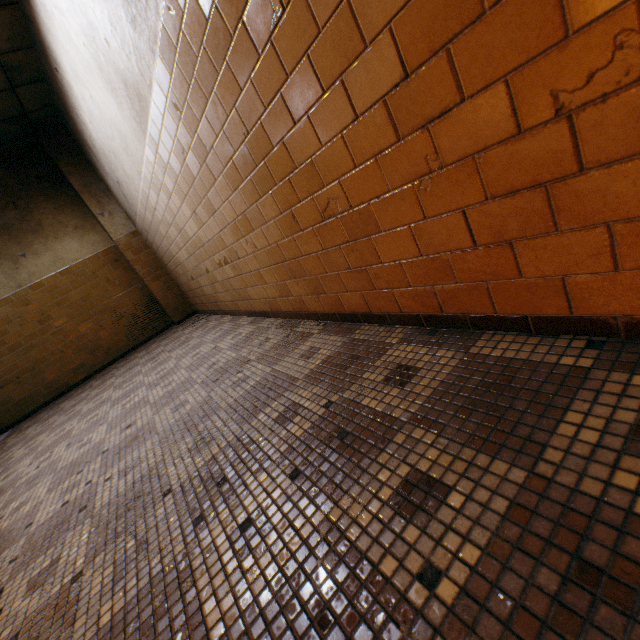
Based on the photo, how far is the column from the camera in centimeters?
566cm

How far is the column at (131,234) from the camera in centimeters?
566cm

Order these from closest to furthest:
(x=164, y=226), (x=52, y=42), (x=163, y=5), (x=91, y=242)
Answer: (x=163, y=5) < (x=52, y=42) < (x=164, y=226) < (x=91, y=242)
